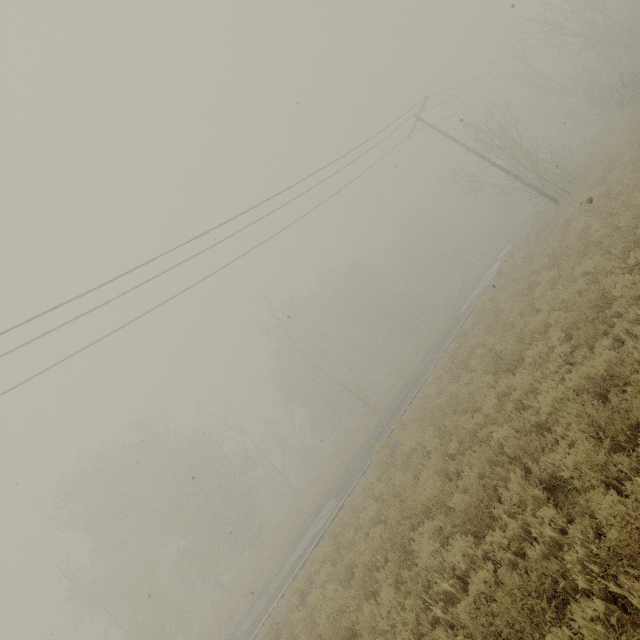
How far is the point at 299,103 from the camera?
6.1 meters
